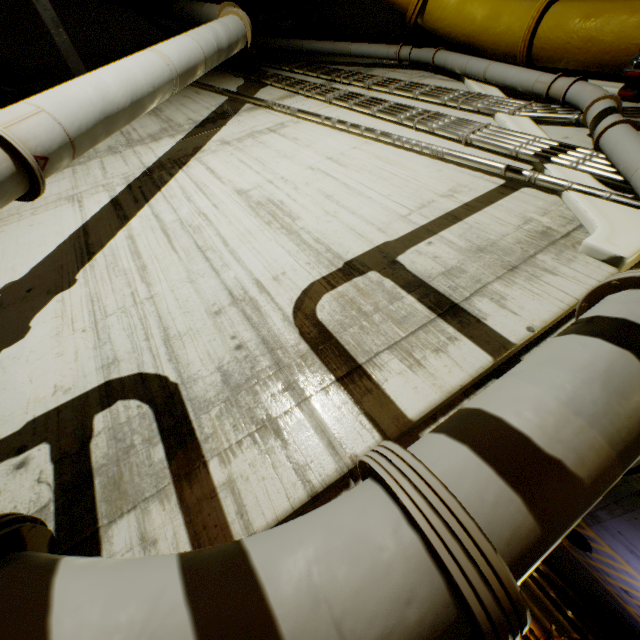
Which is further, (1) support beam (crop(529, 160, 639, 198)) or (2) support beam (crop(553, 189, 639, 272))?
(1) support beam (crop(529, 160, 639, 198))

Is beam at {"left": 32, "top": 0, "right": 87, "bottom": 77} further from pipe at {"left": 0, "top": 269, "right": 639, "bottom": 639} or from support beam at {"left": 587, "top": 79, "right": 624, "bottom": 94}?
support beam at {"left": 587, "top": 79, "right": 624, "bottom": 94}

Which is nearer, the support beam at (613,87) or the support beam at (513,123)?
the support beam at (513,123)

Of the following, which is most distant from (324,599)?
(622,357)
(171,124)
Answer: (171,124)

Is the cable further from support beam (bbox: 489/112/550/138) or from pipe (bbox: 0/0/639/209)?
support beam (bbox: 489/112/550/138)

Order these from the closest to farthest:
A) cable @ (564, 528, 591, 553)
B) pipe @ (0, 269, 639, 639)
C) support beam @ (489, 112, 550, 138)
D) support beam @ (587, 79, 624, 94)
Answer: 1. pipe @ (0, 269, 639, 639)
2. support beam @ (489, 112, 550, 138)
3. support beam @ (587, 79, 624, 94)
4. cable @ (564, 528, 591, 553)

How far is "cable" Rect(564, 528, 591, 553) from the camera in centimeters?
951cm

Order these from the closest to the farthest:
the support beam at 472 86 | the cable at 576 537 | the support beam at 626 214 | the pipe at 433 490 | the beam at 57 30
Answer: the pipe at 433 490 → the support beam at 626 214 → the support beam at 472 86 → the beam at 57 30 → the cable at 576 537
